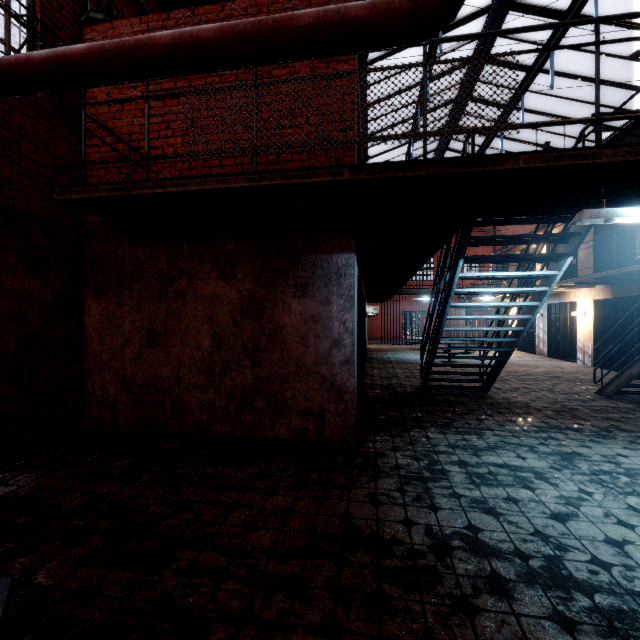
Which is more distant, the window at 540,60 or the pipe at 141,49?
Answer: the window at 540,60

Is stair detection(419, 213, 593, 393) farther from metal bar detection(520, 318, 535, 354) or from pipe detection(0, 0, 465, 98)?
metal bar detection(520, 318, 535, 354)

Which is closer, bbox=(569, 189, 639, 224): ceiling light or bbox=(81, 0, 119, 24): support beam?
bbox=(569, 189, 639, 224): ceiling light

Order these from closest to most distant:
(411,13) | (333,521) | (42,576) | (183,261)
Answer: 1. (411,13)
2. (42,576)
3. (333,521)
4. (183,261)

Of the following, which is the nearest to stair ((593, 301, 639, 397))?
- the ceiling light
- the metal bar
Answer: the ceiling light

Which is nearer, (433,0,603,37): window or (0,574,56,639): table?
(0,574,56,639): table

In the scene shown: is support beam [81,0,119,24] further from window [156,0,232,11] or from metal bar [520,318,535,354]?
metal bar [520,318,535,354]

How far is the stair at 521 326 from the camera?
4.0 meters
